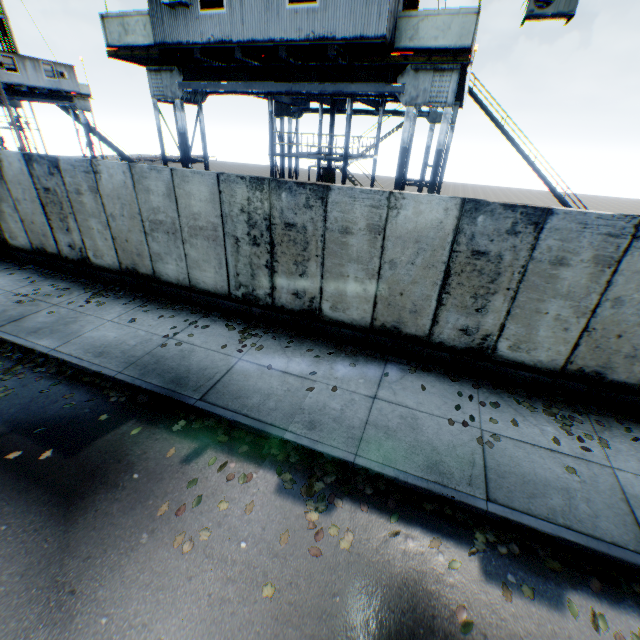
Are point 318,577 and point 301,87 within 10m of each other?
no

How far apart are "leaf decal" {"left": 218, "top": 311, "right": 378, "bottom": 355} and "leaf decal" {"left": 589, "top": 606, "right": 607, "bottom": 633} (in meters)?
2.19

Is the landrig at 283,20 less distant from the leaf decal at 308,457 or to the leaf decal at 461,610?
the leaf decal at 308,457

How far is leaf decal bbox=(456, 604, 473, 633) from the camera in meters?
3.4

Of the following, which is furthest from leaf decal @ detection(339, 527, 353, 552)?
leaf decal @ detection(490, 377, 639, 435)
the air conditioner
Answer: the air conditioner

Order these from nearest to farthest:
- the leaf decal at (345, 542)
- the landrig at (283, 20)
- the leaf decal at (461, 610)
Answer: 1. the leaf decal at (461, 610)
2. the leaf decal at (345, 542)
3. the landrig at (283, 20)

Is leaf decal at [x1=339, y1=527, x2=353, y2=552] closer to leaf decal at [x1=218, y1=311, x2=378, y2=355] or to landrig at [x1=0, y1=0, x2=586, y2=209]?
leaf decal at [x1=218, y1=311, x2=378, y2=355]

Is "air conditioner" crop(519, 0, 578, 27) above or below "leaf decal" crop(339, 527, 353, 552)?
above
